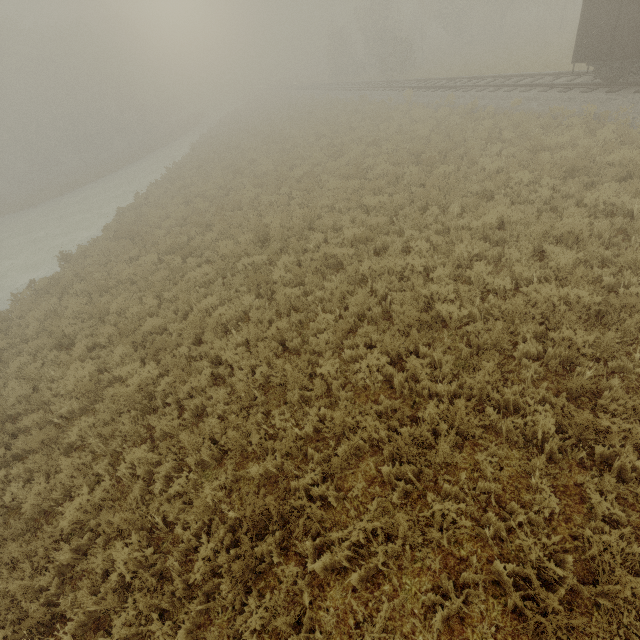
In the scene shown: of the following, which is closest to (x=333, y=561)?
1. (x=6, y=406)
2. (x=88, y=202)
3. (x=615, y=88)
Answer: (x=6, y=406)

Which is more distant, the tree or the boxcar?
the tree

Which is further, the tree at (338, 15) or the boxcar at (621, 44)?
the tree at (338, 15)
